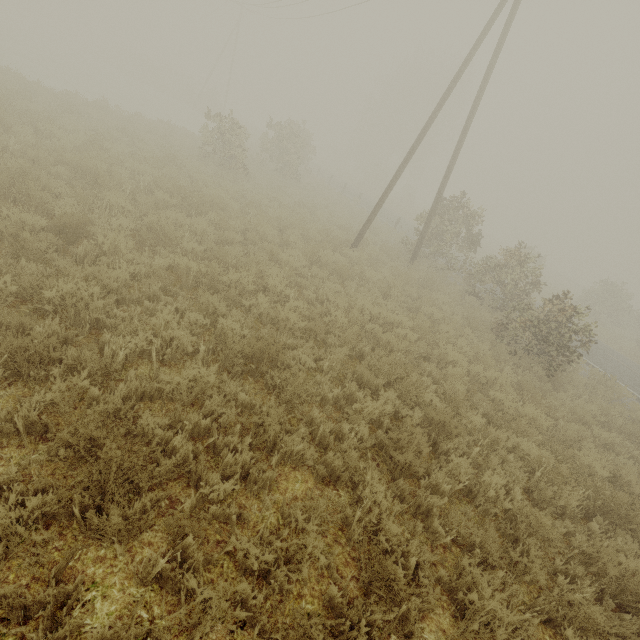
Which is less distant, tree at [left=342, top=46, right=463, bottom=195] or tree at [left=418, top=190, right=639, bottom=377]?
tree at [left=418, top=190, right=639, bottom=377]

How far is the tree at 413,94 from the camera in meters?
42.7 m

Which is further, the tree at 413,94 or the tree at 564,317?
the tree at 413,94

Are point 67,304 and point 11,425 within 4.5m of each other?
yes

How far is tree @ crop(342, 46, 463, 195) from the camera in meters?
42.7 m
